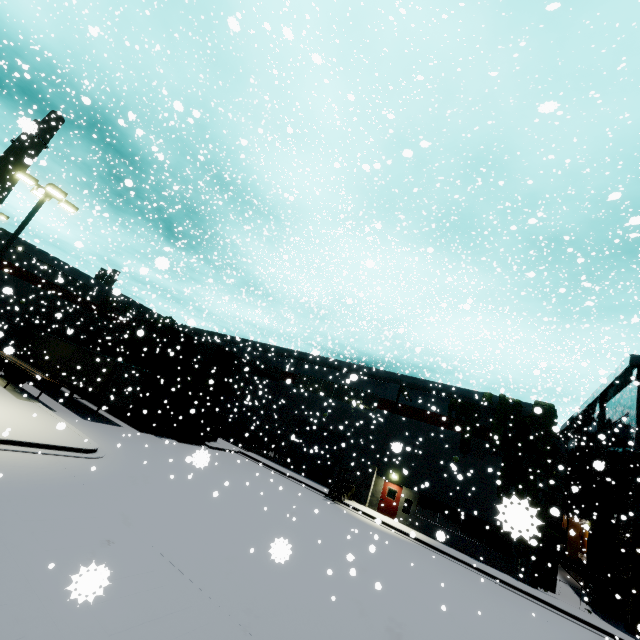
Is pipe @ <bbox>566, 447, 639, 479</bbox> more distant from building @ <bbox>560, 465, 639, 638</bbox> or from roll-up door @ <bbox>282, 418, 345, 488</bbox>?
roll-up door @ <bbox>282, 418, 345, 488</bbox>

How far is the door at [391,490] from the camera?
24.0m

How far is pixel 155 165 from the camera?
25.4 meters

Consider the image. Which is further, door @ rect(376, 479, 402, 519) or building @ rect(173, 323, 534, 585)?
door @ rect(376, 479, 402, 519)

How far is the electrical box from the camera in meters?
19.6 m

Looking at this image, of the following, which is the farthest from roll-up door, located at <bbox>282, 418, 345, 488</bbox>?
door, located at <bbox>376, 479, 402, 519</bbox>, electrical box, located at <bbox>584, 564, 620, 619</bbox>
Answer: electrical box, located at <bbox>584, 564, 620, 619</bbox>

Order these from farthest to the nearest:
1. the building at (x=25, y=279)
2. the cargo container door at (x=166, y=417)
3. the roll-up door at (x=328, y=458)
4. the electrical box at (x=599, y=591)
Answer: the building at (x=25, y=279) < the roll-up door at (x=328, y=458) < the cargo container door at (x=166, y=417) < the electrical box at (x=599, y=591)

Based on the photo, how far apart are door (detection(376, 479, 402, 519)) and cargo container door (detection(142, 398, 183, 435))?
16.7m
